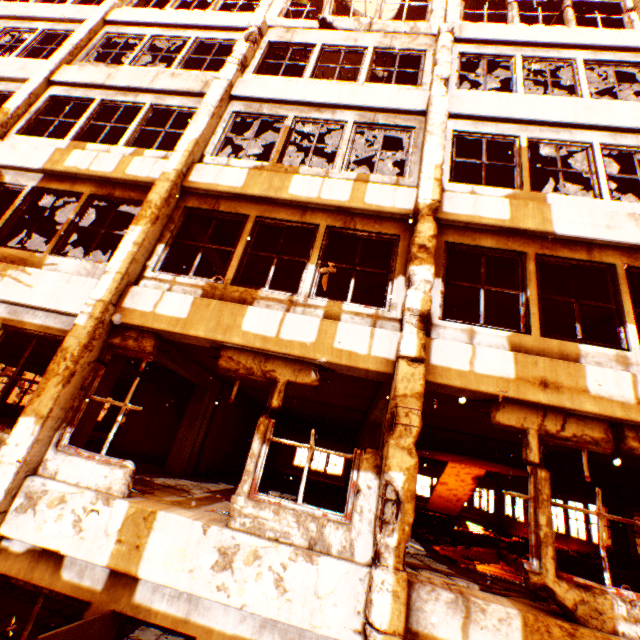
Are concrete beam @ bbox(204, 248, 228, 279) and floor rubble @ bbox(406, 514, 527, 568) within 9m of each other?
no

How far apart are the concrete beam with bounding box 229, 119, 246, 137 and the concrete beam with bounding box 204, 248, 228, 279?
2.7m

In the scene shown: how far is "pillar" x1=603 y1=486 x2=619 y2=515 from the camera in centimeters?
1202cm

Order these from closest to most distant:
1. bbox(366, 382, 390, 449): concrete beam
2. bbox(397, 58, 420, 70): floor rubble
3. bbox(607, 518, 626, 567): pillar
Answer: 1. bbox(366, 382, 390, 449): concrete beam
2. bbox(397, 58, 420, 70): floor rubble
3. bbox(607, 518, 626, 567): pillar

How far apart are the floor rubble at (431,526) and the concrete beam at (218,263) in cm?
1004

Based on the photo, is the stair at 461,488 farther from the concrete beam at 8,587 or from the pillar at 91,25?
the concrete beam at 8,587

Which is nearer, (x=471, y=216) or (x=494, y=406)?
Answer: (x=494, y=406)

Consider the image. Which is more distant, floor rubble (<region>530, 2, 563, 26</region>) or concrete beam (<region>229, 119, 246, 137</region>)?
floor rubble (<region>530, 2, 563, 26</region>)
